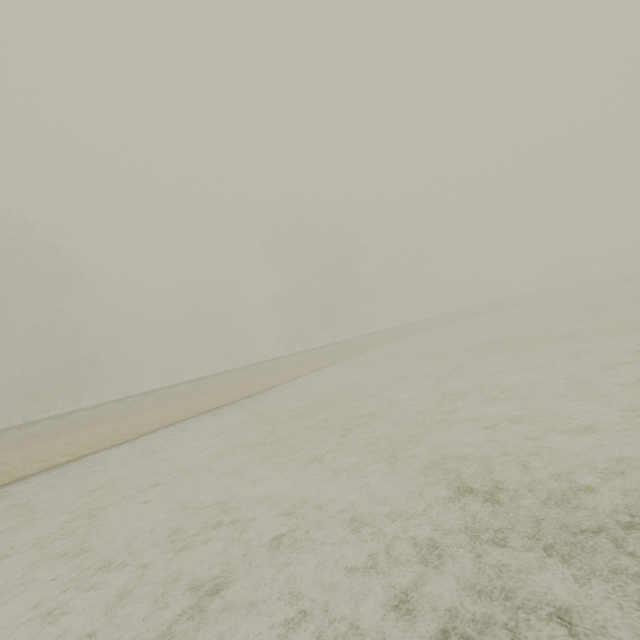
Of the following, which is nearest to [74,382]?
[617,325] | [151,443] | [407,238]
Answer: [151,443]
